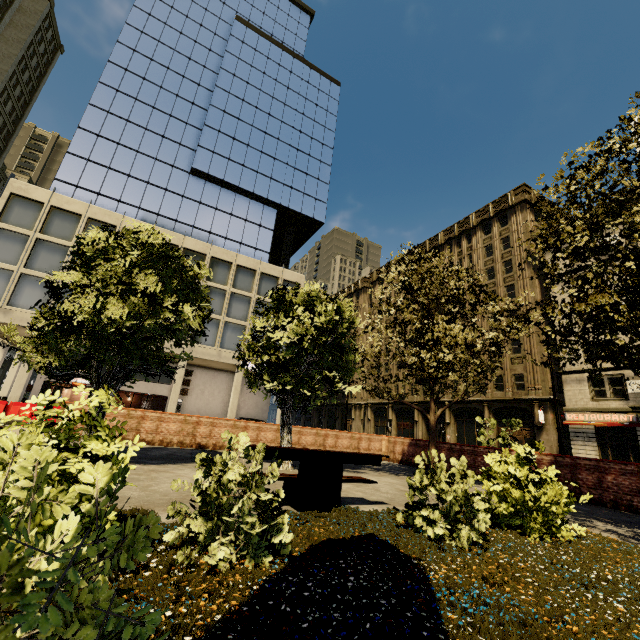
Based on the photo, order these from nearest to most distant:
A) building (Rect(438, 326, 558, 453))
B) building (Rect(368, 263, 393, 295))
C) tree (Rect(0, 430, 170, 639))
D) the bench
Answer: tree (Rect(0, 430, 170, 639)), the bench, building (Rect(438, 326, 558, 453)), building (Rect(368, 263, 393, 295))

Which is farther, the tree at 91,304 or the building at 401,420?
the building at 401,420

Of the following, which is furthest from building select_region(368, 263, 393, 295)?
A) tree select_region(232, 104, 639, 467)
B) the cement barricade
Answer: the cement barricade

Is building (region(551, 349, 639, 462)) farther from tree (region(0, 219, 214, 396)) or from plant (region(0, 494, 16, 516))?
plant (region(0, 494, 16, 516))

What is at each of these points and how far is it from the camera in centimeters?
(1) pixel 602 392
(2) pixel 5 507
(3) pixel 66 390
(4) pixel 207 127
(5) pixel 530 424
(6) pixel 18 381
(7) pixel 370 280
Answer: (1) building, 2531cm
(2) plant, 219cm
(3) building, 3616cm
(4) building, 3525cm
(5) building, 2988cm
(6) building, 2222cm
(7) building, 5828cm

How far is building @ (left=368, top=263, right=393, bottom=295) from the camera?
54.3m

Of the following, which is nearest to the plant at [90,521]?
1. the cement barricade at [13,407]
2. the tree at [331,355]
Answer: the tree at [331,355]

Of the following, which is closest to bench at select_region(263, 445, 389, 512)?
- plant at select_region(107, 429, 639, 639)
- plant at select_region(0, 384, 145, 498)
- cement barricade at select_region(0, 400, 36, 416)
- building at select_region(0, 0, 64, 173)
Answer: plant at select_region(107, 429, 639, 639)
